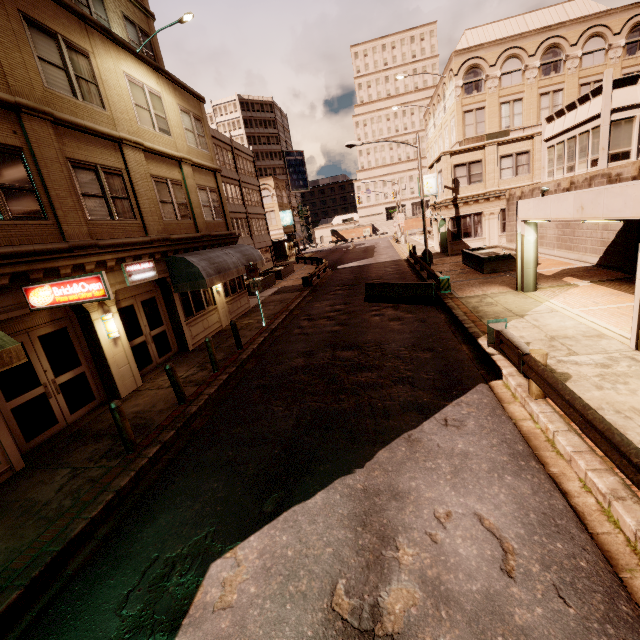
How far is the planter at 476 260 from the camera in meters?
18.0 m

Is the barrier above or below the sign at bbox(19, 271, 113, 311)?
below

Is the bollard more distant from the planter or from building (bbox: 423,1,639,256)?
the planter

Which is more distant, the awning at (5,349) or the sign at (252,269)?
the sign at (252,269)

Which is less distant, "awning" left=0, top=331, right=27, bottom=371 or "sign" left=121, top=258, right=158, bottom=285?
"awning" left=0, top=331, right=27, bottom=371

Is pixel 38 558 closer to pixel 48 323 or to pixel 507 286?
pixel 48 323

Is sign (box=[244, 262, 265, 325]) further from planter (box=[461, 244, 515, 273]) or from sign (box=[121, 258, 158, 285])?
planter (box=[461, 244, 515, 273])

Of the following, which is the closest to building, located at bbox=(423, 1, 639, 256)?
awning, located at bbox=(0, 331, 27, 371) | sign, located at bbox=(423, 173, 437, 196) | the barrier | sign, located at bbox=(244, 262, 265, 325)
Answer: sign, located at bbox=(423, 173, 437, 196)
